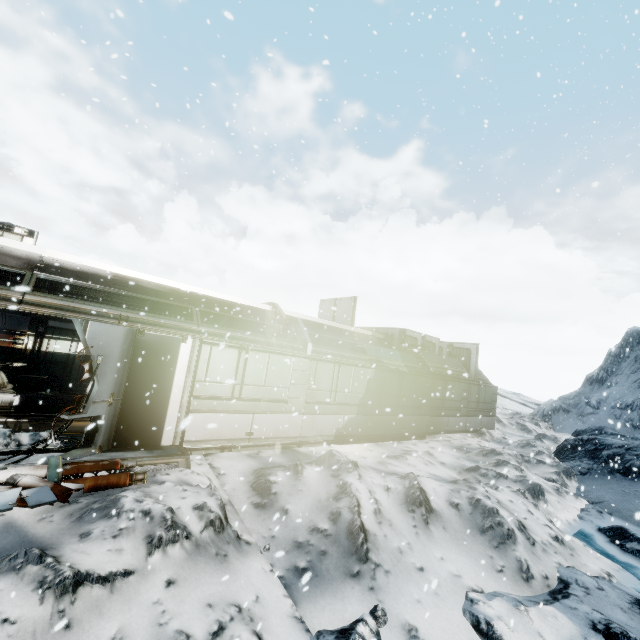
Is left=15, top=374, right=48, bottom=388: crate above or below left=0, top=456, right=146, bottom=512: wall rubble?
above

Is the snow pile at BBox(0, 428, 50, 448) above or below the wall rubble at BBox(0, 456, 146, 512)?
above

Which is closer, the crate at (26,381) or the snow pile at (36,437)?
the snow pile at (36,437)

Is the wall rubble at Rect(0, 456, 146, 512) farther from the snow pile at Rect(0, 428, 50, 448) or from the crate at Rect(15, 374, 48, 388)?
the crate at Rect(15, 374, 48, 388)

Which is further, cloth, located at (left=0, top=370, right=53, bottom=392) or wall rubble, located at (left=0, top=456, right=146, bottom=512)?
cloth, located at (left=0, top=370, right=53, bottom=392)

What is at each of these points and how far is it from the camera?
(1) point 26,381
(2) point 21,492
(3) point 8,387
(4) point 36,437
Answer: (1) crate, 11.62m
(2) wall rubble, 4.88m
(3) cloth, 11.17m
(4) snow pile, 6.82m

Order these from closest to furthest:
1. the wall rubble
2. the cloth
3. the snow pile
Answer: the wall rubble
the snow pile
the cloth

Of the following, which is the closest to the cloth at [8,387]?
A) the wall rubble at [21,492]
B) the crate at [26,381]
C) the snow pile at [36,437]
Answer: the crate at [26,381]
